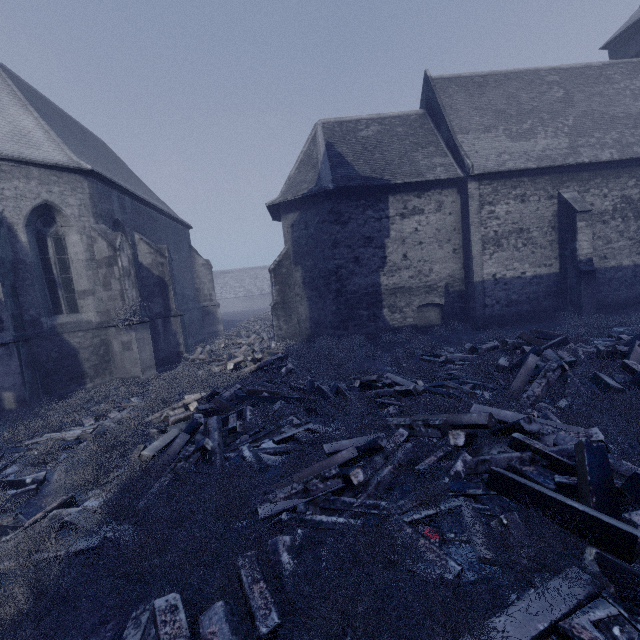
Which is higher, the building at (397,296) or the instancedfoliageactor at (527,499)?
the building at (397,296)

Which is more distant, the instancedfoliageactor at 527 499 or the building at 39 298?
the building at 39 298

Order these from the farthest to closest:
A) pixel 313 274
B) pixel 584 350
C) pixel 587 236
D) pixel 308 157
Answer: pixel 308 157 → pixel 313 274 → pixel 587 236 → pixel 584 350

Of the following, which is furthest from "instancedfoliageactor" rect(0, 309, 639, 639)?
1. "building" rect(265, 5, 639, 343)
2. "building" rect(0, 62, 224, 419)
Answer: "building" rect(265, 5, 639, 343)

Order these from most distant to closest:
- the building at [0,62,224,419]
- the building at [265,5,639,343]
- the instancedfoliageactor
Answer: the building at [265,5,639,343], the building at [0,62,224,419], the instancedfoliageactor

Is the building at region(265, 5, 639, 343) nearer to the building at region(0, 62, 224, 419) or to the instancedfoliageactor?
the building at region(0, 62, 224, 419)
